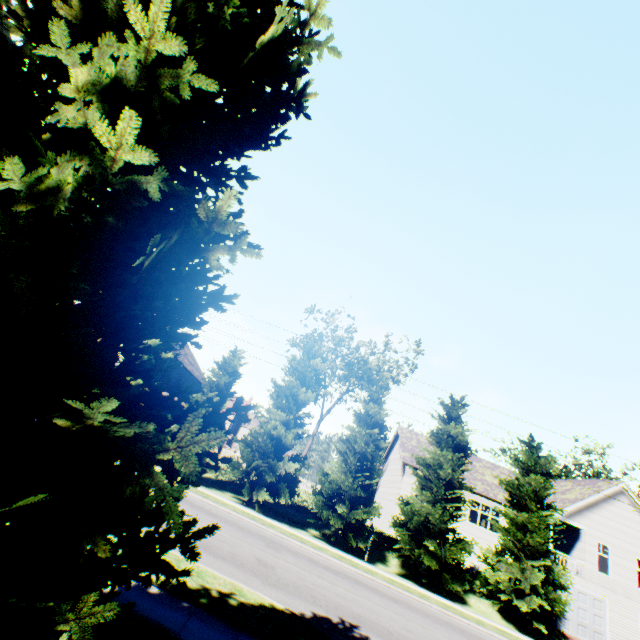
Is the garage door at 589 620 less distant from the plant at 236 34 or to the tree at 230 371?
the tree at 230 371

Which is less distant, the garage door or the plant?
the plant

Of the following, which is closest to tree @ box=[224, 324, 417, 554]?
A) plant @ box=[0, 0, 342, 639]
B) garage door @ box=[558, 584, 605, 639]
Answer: plant @ box=[0, 0, 342, 639]

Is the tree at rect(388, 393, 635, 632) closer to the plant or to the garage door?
the plant

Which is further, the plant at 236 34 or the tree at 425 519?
the tree at 425 519

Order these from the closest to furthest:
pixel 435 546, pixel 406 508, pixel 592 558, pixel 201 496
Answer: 1. pixel 201 496
2. pixel 435 546
3. pixel 406 508
4. pixel 592 558

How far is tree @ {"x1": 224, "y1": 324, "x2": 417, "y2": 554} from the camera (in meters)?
19.34

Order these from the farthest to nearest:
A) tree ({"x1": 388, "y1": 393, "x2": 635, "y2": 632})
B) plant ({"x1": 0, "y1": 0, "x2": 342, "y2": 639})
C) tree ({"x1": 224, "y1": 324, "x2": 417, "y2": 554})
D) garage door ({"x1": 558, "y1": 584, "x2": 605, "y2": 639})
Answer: garage door ({"x1": 558, "y1": 584, "x2": 605, "y2": 639})
tree ({"x1": 224, "y1": 324, "x2": 417, "y2": 554})
tree ({"x1": 388, "y1": 393, "x2": 635, "y2": 632})
plant ({"x1": 0, "y1": 0, "x2": 342, "y2": 639})
